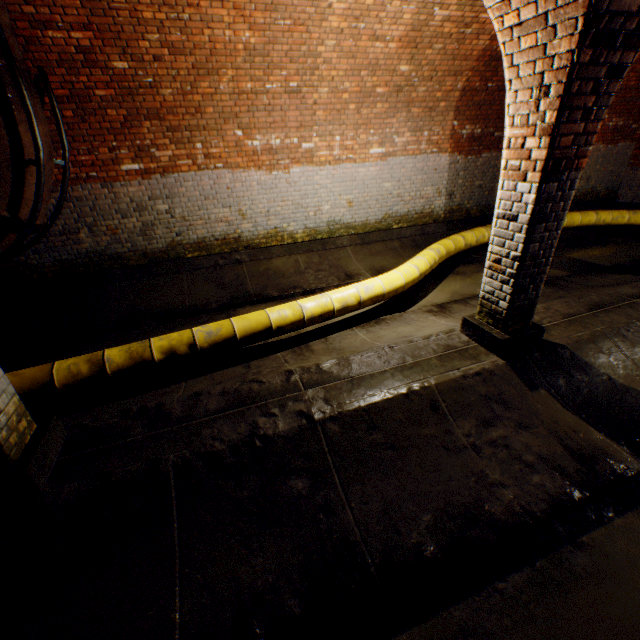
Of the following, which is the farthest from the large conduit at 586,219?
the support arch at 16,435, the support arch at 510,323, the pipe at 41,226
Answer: the pipe at 41,226

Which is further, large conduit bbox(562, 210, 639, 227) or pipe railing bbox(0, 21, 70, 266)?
large conduit bbox(562, 210, 639, 227)

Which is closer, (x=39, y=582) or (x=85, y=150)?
(x=39, y=582)

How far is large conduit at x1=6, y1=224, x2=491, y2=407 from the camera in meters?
3.4 m

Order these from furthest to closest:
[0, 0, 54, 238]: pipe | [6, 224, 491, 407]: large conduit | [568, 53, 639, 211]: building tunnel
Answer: [568, 53, 639, 211]: building tunnel, [0, 0, 54, 238]: pipe, [6, 224, 491, 407]: large conduit

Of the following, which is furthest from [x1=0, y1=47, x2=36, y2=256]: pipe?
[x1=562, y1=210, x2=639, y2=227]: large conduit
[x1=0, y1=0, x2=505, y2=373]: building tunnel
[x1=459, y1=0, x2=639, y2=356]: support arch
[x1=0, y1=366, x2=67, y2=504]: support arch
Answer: [x1=459, y1=0, x2=639, y2=356]: support arch

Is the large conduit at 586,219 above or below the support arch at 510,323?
below

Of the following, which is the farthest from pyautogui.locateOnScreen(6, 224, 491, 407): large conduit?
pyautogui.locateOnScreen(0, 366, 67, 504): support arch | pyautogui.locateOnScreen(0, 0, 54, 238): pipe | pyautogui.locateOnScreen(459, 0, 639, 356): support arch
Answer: pyautogui.locateOnScreen(0, 0, 54, 238): pipe
